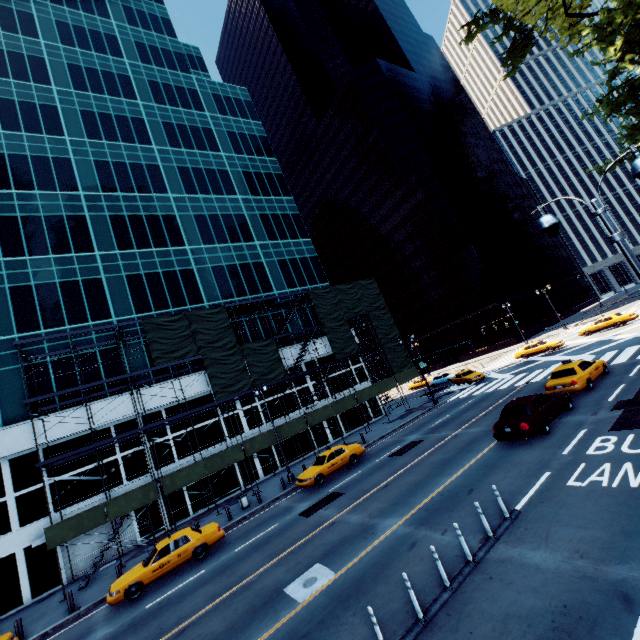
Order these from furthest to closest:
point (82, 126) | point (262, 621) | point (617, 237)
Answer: point (82, 126) → point (262, 621) → point (617, 237)

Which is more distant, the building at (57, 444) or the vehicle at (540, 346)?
the vehicle at (540, 346)

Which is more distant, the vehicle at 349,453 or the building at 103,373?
the building at 103,373

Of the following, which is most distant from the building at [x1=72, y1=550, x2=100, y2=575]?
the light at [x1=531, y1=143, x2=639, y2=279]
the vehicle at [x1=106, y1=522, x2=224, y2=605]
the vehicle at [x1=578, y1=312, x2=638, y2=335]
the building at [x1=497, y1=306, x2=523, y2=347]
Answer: the building at [x1=497, y1=306, x2=523, y2=347]

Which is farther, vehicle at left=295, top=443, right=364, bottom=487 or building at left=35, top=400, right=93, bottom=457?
building at left=35, top=400, right=93, bottom=457

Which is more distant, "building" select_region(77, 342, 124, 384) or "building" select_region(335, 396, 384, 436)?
"building" select_region(335, 396, 384, 436)

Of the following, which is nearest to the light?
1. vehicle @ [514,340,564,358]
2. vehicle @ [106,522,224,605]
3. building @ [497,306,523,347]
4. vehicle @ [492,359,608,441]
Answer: vehicle @ [492,359,608,441]

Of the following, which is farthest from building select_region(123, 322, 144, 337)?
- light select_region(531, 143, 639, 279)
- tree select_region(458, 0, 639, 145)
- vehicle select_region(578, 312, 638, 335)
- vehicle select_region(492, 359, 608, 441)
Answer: light select_region(531, 143, 639, 279)
